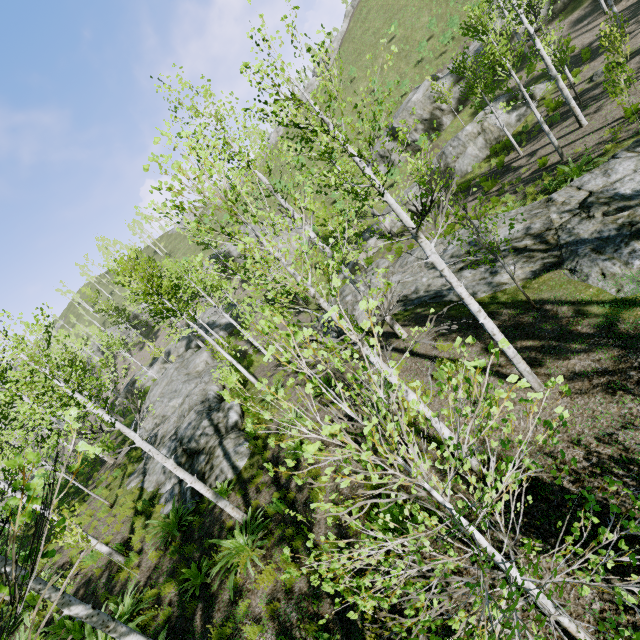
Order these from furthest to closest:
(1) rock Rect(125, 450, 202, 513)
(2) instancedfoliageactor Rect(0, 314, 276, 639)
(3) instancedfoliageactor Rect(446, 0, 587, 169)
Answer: (3) instancedfoliageactor Rect(446, 0, 587, 169), (1) rock Rect(125, 450, 202, 513), (2) instancedfoliageactor Rect(0, 314, 276, 639)

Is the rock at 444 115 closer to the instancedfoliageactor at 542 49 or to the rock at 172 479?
the instancedfoliageactor at 542 49

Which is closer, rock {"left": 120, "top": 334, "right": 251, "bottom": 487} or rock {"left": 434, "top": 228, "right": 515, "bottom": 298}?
rock {"left": 434, "top": 228, "right": 515, "bottom": 298}

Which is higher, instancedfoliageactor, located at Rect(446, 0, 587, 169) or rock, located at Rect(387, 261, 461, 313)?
instancedfoliageactor, located at Rect(446, 0, 587, 169)

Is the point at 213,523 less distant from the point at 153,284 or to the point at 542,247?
the point at 153,284

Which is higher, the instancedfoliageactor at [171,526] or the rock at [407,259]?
the instancedfoliageactor at [171,526]

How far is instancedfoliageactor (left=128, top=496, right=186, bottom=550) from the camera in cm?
980

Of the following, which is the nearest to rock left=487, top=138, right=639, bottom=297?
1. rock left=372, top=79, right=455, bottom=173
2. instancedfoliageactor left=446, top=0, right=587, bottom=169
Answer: instancedfoliageactor left=446, top=0, right=587, bottom=169
